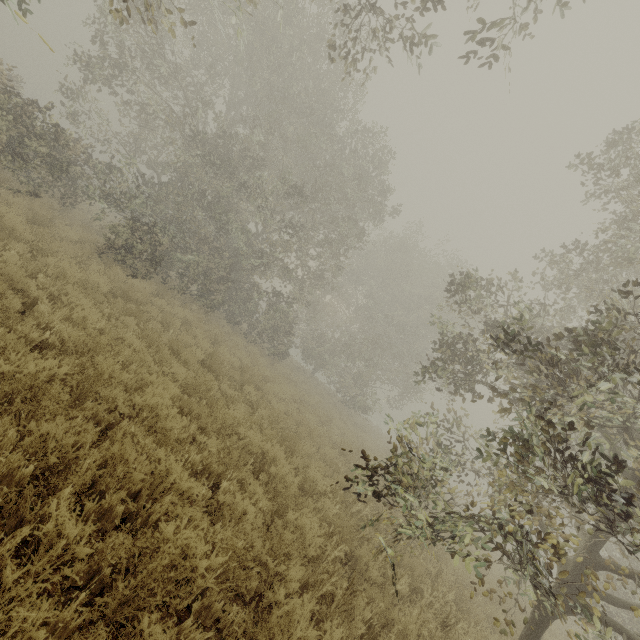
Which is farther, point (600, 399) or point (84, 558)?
point (600, 399)
